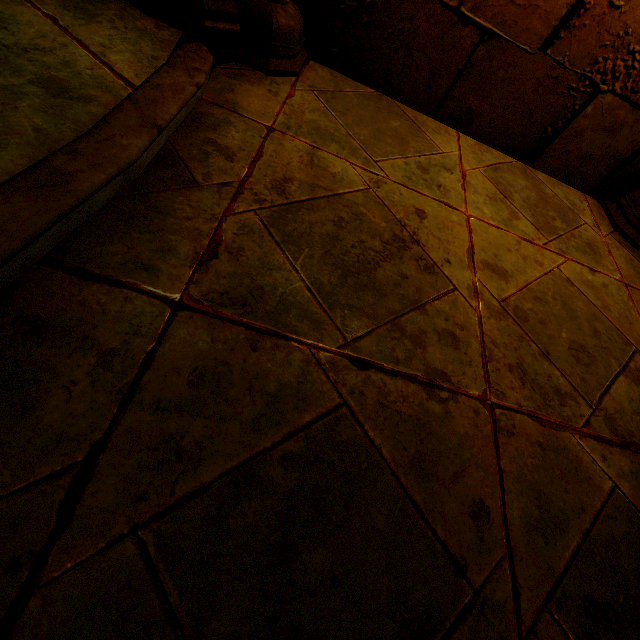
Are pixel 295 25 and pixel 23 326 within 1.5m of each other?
Answer: no
